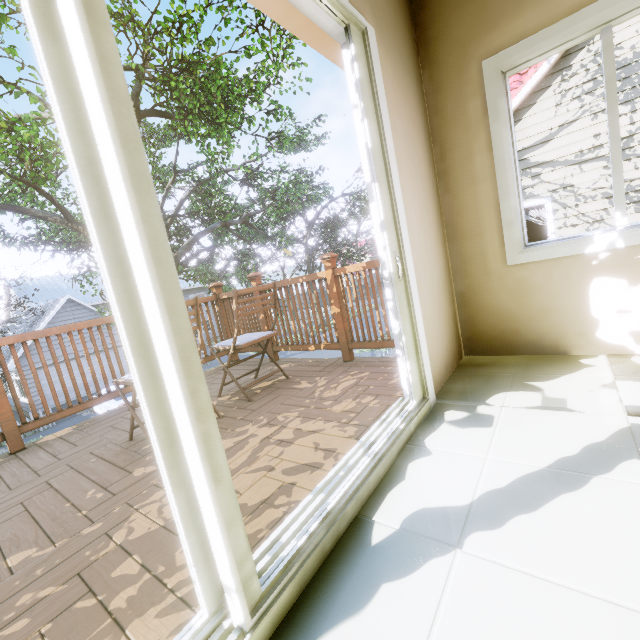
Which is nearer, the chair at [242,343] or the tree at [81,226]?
the chair at [242,343]

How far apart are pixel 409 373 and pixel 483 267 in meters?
1.2

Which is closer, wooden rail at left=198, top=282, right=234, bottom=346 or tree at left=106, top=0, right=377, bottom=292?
wooden rail at left=198, top=282, right=234, bottom=346

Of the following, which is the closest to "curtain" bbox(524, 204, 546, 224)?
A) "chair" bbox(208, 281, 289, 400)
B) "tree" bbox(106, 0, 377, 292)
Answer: "tree" bbox(106, 0, 377, 292)

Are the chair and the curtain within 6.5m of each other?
no

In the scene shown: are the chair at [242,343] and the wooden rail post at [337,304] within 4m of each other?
yes

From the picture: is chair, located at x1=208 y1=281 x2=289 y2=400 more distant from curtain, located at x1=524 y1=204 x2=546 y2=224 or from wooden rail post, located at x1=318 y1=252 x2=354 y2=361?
curtain, located at x1=524 y1=204 x2=546 y2=224
